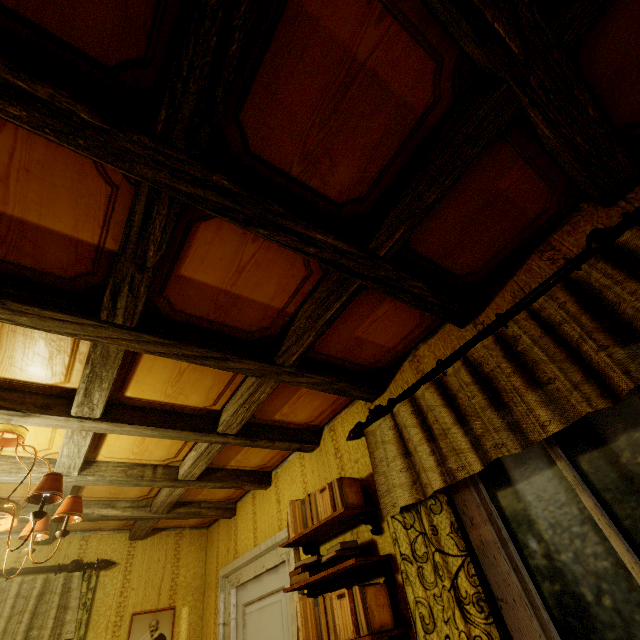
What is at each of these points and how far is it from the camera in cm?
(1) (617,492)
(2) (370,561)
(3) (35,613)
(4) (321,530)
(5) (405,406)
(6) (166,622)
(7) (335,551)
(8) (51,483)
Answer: (1) window, 121
(2) shelf, 178
(3) curtain, 281
(4) shelf, 212
(5) curtain, 180
(6) picture frame, 332
(7) book, 188
(8) ceiling light, 167

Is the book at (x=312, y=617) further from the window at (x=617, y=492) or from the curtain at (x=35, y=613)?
the curtain at (x=35, y=613)

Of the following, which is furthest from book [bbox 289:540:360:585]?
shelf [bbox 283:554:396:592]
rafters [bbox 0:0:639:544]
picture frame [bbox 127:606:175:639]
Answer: picture frame [bbox 127:606:175:639]

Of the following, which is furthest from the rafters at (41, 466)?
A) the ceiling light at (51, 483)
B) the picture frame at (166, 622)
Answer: the picture frame at (166, 622)

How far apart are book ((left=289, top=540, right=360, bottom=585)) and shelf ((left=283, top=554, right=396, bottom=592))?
0.0 meters

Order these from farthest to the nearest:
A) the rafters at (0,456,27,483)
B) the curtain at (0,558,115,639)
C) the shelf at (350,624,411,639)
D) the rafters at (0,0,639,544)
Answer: the curtain at (0,558,115,639) → the rafters at (0,456,27,483) → the shelf at (350,624,411,639) → the rafters at (0,0,639,544)

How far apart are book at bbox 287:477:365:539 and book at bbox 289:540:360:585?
0.21m

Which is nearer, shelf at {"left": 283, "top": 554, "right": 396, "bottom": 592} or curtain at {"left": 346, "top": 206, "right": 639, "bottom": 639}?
curtain at {"left": 346, "top": 206, "right": 639, "bottom": 639}
